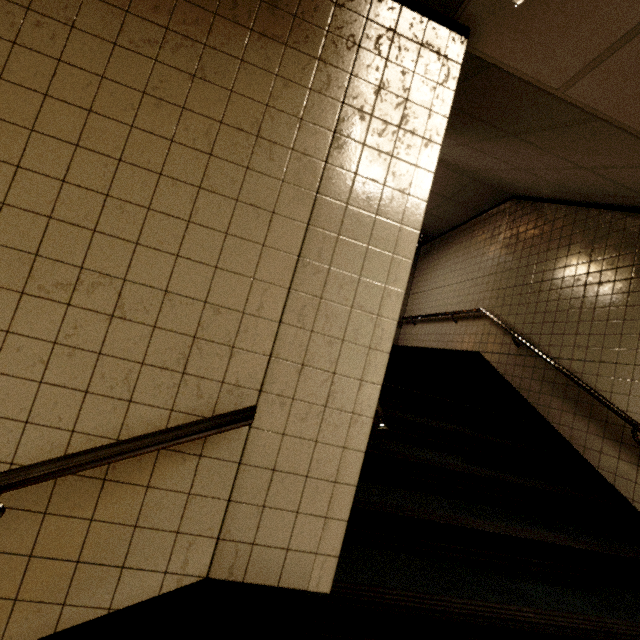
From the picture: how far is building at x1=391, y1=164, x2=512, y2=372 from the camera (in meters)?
5.27

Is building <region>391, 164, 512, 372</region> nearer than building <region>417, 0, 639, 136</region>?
No

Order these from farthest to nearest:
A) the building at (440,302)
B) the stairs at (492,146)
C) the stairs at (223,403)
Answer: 1. the building at (440,302)
2. the stairs at (492,146)
3. the stairs at (223,403)

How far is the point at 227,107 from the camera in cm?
131

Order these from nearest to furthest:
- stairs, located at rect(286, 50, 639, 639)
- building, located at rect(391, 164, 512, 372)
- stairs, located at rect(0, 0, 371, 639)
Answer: stairs, located at rect(0, 0, 371, 639) → stairs, located at rect(286, 50, 639, 639) → building, located at rect(391, 164, 512, 372)

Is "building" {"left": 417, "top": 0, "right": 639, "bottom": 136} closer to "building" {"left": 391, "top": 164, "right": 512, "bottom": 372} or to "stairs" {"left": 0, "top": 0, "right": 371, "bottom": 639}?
"stairs" {"left": 0, "top": 0, "right": 371, "bottom": 639}

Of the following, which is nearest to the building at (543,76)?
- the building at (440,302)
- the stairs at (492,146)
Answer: the stairs at (492,146)

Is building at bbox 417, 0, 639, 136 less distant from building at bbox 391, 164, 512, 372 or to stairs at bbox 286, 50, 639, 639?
stairs at bbox 286, 50, 639, 639
